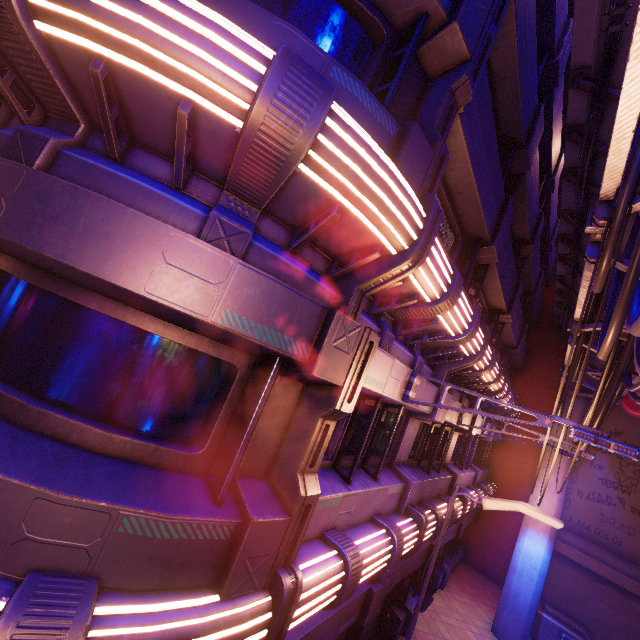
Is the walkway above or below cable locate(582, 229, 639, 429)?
above

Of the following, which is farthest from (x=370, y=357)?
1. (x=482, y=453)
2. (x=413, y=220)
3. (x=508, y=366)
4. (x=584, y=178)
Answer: (x=482, y=453)

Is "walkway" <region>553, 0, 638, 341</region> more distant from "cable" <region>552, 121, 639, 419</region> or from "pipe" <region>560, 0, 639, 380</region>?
"cable" <region>552, 121, 639, 419</region>

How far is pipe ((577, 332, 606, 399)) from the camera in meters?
10.5

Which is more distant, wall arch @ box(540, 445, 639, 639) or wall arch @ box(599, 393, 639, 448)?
wall arch @ box(599, 393, 639, 448)

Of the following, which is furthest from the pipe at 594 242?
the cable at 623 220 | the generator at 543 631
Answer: the generator at 543 631

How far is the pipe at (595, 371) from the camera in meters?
10.5

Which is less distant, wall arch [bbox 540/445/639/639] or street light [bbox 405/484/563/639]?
street light [bbox 405/484/563/639]
